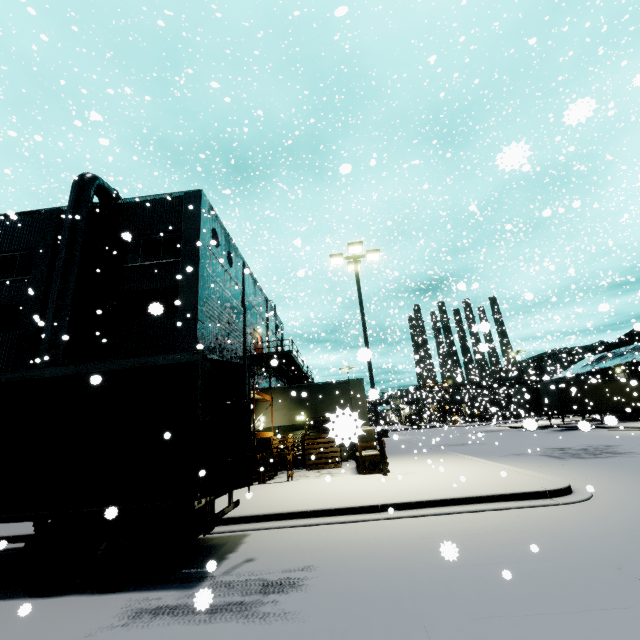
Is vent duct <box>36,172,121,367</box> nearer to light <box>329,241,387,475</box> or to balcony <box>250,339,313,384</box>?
light <box>329,241,387,475</box>

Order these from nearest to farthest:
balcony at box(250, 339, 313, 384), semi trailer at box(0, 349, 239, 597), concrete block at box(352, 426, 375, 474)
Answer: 1. concrete block at box(352, 426, 375, 474)
2. semi trailer at box(0, 349, 239, 597)
3. balcony at box(250, 339, 313, 384)

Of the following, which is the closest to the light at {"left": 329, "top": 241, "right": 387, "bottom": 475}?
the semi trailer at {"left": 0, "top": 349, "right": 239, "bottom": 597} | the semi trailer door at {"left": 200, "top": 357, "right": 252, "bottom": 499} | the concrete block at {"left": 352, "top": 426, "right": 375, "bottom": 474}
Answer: the concrete block at {"left": 352, "top": 426, "right": 375, "bottom": 474}

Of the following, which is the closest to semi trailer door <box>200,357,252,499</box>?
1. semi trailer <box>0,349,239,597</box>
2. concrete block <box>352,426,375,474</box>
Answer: semi trailer <box>0,349,239,597</box>

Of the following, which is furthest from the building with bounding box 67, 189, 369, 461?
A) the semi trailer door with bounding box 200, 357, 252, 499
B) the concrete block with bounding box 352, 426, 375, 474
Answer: the semi trailer door with bounding box 200, 357, 252, 499

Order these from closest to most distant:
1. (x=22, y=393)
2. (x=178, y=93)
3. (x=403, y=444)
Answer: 1. (x=22, y=393)
2. (x=403, y=444)
3. (x=178, y=93)

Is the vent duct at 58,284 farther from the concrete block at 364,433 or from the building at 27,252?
the concrete block at 364,433

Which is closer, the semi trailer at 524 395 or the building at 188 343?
the building at 188 343
